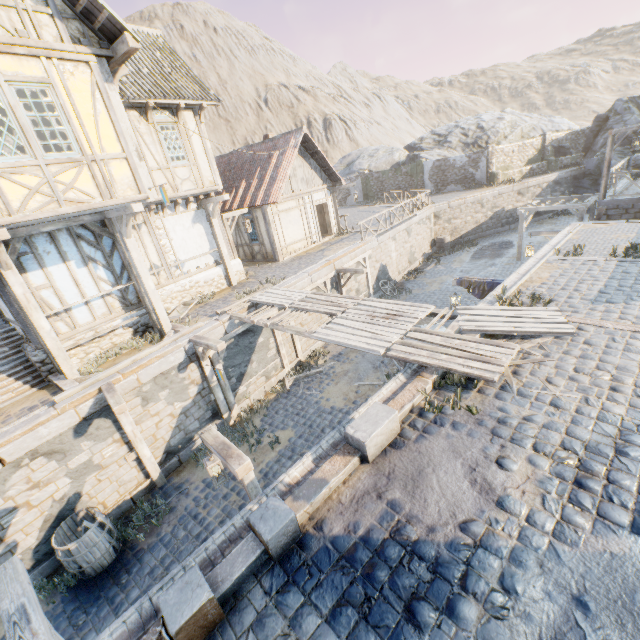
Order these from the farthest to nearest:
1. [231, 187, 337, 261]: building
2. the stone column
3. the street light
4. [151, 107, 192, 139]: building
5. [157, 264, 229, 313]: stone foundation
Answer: the stone column
[231, 187, 337, 261]: building
[157, 264, 229, 313]: stone foundation
[151, 107, 192, 139]: building
the street light

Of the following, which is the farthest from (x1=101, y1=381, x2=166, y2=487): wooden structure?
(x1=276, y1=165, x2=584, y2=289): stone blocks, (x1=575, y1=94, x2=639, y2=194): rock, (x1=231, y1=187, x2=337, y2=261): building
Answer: (x1=575, y1=94, x2=639, y2=194): rock

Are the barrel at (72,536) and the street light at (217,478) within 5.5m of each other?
yes

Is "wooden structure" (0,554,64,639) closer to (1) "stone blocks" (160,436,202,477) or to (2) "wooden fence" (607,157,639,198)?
(1) "stone blocks" (160,436,202,477)

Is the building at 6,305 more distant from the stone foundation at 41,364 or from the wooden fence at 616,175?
the wooden fence at 616,175

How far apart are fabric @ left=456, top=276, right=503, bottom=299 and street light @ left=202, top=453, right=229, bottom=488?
8.7m

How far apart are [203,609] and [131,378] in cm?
664

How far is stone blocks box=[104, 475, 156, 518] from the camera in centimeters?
826cm
